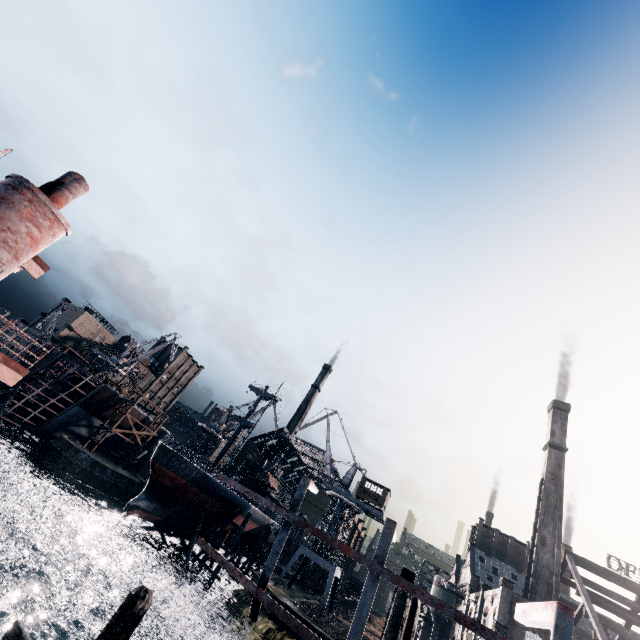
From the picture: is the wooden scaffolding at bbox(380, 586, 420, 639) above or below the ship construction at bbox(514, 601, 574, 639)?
below

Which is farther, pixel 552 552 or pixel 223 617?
pixel 552 552

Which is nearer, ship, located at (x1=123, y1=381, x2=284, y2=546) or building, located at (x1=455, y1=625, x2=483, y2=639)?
ship, located at (x1=123, y1=381, x2=284, y2=546)

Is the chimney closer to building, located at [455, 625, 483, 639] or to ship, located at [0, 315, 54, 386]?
building, located at [455, 625, 483, 639]

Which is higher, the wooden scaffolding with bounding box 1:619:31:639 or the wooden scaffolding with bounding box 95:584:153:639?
the wooden scaffolding with bounding box 95:584:153:639

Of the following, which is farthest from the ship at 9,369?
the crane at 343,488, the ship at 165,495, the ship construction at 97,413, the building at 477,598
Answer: the building at 477,598

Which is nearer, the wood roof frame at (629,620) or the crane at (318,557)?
the wood roof frame at (629,620)

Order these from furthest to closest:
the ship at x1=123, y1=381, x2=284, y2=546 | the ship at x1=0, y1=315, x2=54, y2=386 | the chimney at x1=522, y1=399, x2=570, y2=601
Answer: the chimney at x1=522, y1=399, x2=570, y2=601
the ship at x1=123, y1=381, x2=284, y2=546
the ship at x1=0, y1=315, x2=54, y2=386
